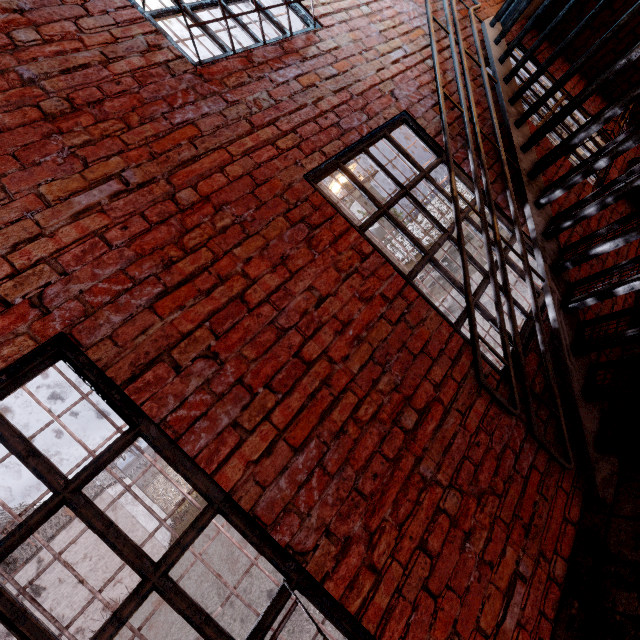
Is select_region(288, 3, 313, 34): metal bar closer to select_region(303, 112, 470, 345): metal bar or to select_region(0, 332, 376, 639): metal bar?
select_region(303, 112, 470, 345): metal bar

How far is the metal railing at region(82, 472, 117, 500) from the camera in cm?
1508

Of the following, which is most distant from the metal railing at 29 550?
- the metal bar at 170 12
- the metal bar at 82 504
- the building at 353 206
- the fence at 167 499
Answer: the building at 353 206

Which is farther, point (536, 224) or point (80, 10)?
point (536, 224)

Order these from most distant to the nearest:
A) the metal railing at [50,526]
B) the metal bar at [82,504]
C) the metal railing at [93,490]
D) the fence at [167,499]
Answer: the fence at [167,499] < the metal railing at [93,490] < the metal railing at [50,526] < the metal bar at [82,504]

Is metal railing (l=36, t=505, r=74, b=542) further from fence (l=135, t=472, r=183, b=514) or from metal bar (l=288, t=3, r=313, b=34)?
metal bar (l=288, t=3, r=313, b=34)

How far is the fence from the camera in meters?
24.5 m

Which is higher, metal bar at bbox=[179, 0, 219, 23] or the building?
the building
